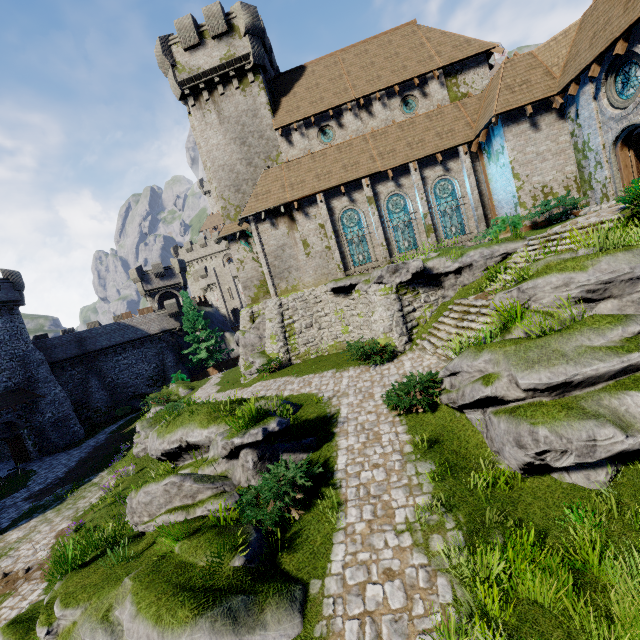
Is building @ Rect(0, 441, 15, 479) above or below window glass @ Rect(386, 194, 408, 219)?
below

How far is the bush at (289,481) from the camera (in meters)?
6.87

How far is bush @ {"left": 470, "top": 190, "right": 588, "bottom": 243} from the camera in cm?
1497

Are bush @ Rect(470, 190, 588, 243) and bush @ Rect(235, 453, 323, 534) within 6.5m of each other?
no

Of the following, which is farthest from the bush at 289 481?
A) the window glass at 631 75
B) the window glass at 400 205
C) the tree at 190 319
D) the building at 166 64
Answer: the tree at 190 319

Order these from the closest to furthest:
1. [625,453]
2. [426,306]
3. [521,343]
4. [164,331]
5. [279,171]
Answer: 1. [625,453]
2. [521,343]
3. [426,306]
4. [279,171]
5. [164,331]

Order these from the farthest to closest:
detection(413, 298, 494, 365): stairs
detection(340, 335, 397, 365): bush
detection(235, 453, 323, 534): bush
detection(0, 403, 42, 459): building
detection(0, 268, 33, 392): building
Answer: detection(0, 268, 33, 392): building → detection(0, 403, 42, 459): building → detection(340, 335, 397, 365): bush → detection(413, 298, 494, 365): stairs → detection(235, 453, 323, 534): bush

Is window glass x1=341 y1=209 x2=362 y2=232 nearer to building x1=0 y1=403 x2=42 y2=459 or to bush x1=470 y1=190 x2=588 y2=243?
bush x1=470 y1=190 x2=588 y2=243
